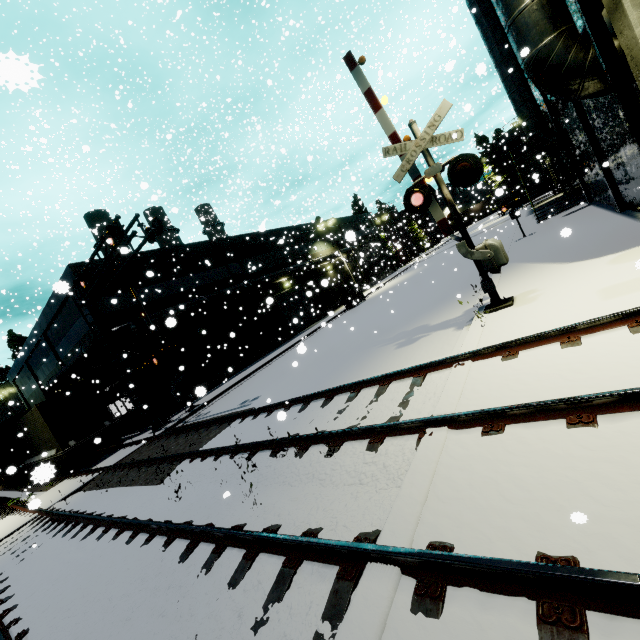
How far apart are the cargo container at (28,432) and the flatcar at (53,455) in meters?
0.0

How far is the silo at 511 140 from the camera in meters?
51.5

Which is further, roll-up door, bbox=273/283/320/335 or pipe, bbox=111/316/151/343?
roll-up door, bbox=273/283/320/335

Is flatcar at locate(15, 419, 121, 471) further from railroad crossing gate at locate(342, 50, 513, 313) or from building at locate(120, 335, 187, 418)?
railroad crossing gate at locate(342, 50, 513, 313)

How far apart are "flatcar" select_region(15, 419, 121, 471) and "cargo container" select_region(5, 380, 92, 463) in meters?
0.0

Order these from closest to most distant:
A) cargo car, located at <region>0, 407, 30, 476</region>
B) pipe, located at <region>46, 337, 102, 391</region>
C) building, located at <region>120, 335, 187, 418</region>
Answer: pipe, located at <region>46, 337, 102, 391</region> → building, located at <region>120, 335, 187, 418</region> → cargo car, located at <region>0, 407, 30, 476</region>

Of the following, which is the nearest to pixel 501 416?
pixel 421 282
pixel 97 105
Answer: pixel 421 282

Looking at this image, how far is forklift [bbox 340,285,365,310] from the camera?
31.5 meters
